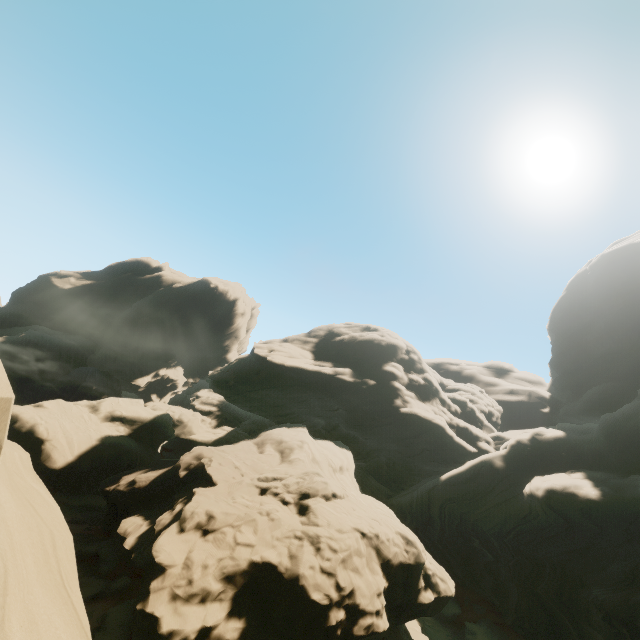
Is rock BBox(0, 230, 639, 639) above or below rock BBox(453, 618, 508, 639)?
above

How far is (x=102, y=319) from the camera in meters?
59.8

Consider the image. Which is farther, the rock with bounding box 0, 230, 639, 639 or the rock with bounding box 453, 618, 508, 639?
the rock with bounding box 453, 618, 508, 639

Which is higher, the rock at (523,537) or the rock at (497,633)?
the rock at (523,537)

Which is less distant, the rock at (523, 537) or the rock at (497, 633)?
the rock at (523, 537)
